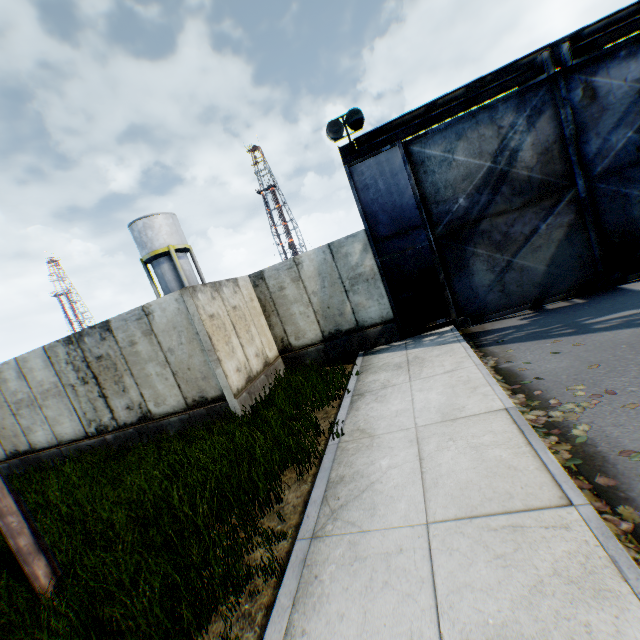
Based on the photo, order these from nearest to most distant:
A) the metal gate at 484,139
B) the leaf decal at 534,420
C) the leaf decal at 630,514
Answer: the leaf decal at 630,514, the leaf decal at 534,420, the metal gate at 484,139

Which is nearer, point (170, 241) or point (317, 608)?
point (317, 608)

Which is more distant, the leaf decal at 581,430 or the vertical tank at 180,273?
the vertical tank at 180,273

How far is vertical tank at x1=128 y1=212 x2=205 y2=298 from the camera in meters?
27.2 m

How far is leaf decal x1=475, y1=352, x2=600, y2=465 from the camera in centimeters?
384cm

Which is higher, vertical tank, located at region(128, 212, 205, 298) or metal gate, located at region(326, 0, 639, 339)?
vertical tank, located at region(128, 212, 205, 298)

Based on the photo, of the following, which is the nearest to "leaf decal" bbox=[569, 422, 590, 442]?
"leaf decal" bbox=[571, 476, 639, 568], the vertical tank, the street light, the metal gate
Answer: "leaf decal" bbox=[571, 476, 639, 568]
